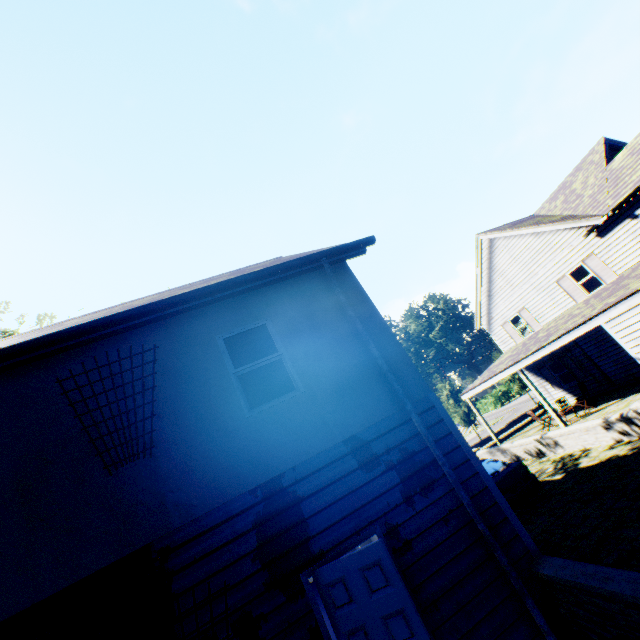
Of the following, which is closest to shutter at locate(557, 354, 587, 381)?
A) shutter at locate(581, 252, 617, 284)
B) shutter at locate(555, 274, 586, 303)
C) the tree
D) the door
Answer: shutter at locate(555, 274, 586, 303)

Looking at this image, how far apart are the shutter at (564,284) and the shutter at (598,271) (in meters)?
1.00

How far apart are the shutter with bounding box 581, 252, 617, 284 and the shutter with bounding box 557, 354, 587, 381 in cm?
466

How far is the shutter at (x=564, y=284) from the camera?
16.8m

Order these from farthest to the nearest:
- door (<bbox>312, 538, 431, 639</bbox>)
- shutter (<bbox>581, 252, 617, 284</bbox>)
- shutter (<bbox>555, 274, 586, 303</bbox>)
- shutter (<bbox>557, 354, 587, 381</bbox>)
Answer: shutter (<bbox>557, 354, 587, 381</bbox>) < shutter (<bbox>555, 274, 586, 303</bbox>) < shutter (<bbox>581, 252, 617, 284</bbox>) < door (<bbox>312, 538, 431, 639</bbox>)

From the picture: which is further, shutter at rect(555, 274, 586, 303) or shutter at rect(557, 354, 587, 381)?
shutter at rect(557, 354, 587, 381)

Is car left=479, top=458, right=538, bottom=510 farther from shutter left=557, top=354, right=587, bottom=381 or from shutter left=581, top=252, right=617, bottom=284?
shutter left=557, top=354, right=587, bottom=381

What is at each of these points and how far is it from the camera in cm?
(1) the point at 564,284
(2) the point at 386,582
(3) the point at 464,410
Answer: (1) shutter, 1738
(2) door, 389
(3) tree, 3347
